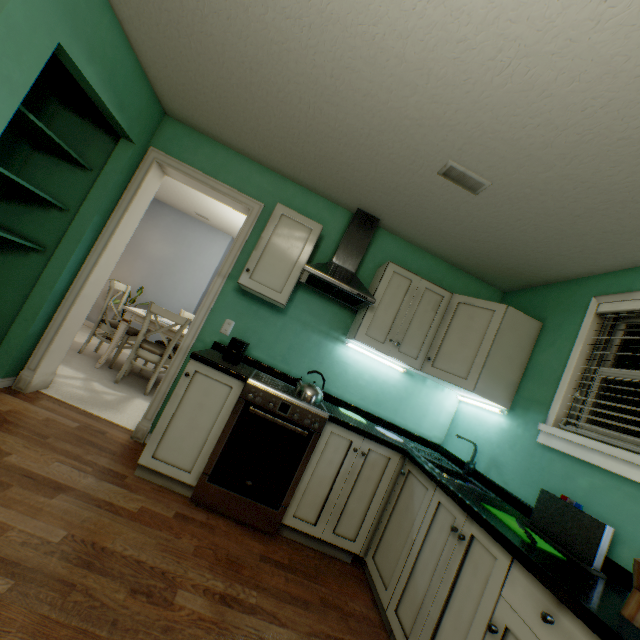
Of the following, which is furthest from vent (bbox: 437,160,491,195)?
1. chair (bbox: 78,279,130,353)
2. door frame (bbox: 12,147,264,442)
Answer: chair (bbox: 78,279,130,353)

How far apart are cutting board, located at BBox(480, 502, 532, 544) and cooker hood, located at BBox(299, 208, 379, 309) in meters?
1.5

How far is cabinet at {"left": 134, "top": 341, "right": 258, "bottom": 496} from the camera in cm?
207

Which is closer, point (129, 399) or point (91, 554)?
point (91, 554)

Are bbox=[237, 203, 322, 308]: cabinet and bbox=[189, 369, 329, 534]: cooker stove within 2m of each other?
yes

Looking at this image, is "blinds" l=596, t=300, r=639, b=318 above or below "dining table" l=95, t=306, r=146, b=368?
above

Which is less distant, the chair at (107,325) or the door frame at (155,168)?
the door frame at (155,168)

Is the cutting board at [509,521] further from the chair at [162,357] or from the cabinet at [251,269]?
the chair at [162,357]
